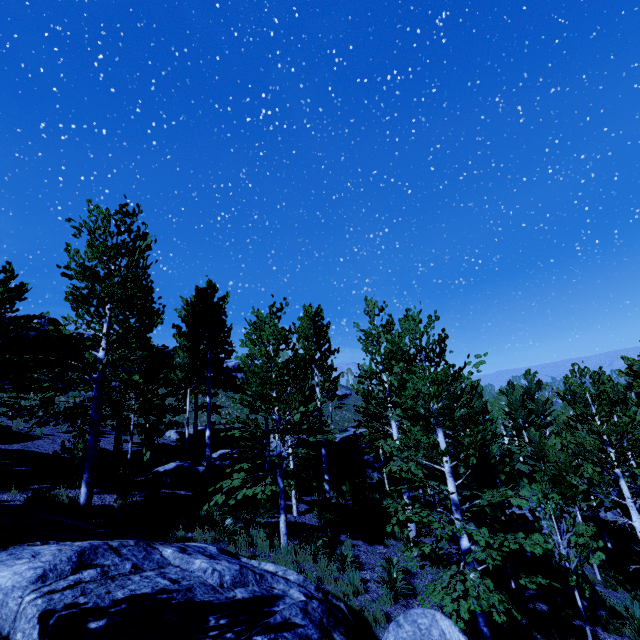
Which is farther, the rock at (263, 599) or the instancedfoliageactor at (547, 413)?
the instancedfoliageactor at (547, 413)

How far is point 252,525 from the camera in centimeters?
1064cm

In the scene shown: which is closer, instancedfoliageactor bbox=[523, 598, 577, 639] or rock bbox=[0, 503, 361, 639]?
rock bbox=[0, 503, 361, 639]

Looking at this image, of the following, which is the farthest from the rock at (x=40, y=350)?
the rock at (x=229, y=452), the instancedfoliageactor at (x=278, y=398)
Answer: the rock at (x=229, y=452)

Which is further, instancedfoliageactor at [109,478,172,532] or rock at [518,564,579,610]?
rock at [518,564,579,610]

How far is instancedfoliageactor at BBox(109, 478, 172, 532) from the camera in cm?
954

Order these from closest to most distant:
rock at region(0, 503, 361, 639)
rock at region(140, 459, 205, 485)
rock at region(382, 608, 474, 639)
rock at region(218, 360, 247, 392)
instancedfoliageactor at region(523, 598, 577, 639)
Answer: rock at region(0, 503, 361, 639) → rock at region(382, 608, 474, 639) → instancedfoliageactor at region(523, 598, 577, 639) → rock at region(140, 459, 205, 485) → rock at region(218, 360, 247, 392)

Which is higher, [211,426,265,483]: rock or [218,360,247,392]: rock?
[218,360,247,392]: rock
